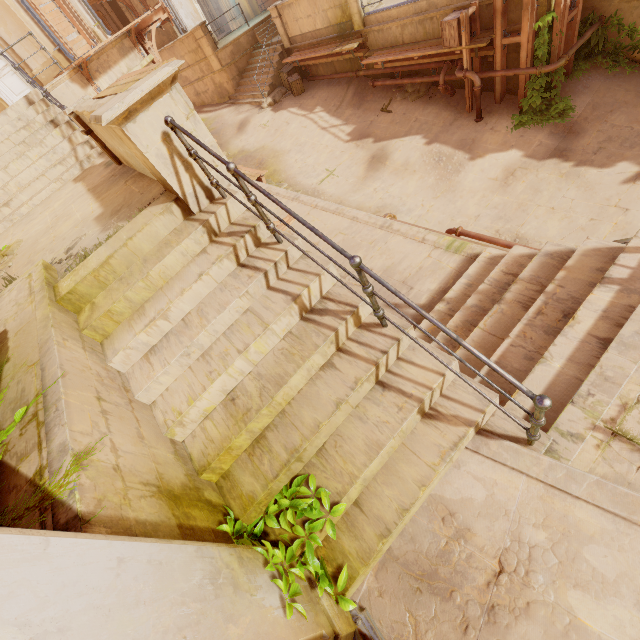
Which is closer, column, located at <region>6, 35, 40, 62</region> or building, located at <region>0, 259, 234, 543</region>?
building, located at <region>0, 259, 234, 543</region>

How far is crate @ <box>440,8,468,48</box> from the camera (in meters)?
8.85

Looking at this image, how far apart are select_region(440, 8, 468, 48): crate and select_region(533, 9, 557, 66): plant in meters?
1.8

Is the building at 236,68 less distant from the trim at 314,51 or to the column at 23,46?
the trim at 314,51

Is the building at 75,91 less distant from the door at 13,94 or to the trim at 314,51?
the trim at 314,51

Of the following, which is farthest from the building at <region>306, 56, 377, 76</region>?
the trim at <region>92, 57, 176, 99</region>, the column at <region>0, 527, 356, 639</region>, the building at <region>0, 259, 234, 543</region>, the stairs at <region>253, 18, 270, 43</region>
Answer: the column at <region>0, 527, 356, 639</region>

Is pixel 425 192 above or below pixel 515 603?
below

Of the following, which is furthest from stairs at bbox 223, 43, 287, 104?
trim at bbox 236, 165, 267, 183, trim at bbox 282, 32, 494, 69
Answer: trim at bbox 236, 165, 267, 183
